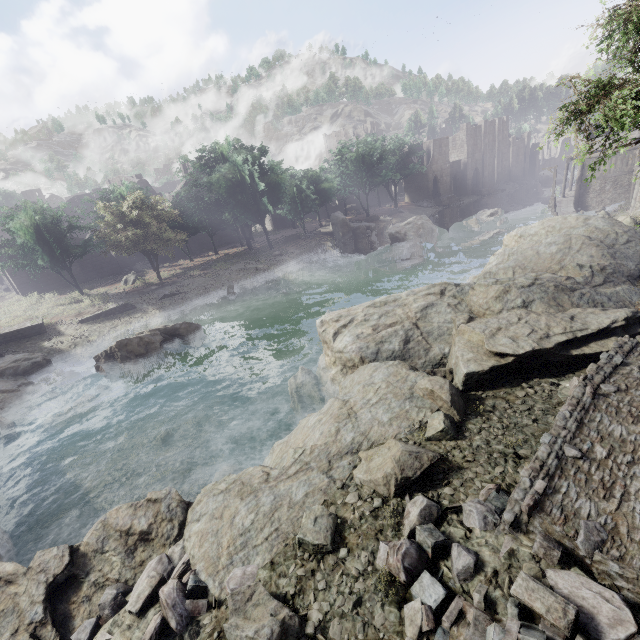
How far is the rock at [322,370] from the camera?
13.95m

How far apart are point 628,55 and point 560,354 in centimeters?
692cm

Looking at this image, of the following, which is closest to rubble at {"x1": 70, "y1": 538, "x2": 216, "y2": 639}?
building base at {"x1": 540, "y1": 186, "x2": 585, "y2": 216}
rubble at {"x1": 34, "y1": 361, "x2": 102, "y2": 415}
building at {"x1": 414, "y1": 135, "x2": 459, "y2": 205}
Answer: building at {"x1": 414, "y1": 135, "x2": 459, "y2": 205}

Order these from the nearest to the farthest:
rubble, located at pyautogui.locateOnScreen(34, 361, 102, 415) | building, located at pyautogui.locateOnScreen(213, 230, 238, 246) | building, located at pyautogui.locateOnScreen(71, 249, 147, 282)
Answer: rubble, located at pyautogui.locateOnScreen(34, 361, 102, 415) < building, located at pyautogui.locateOnScreen(71, 249, 147, 282) < building, located at pyautogui.locateOnScreen(213, 230, 238, 246)

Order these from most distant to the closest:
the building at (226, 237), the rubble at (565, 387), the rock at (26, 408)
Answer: the building at (226, 237), the rock at (26, 408), the rubble at (565, 387)

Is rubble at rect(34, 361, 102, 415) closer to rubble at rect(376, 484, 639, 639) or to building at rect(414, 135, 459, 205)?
rubble at rect(376, 484, 639, 639)

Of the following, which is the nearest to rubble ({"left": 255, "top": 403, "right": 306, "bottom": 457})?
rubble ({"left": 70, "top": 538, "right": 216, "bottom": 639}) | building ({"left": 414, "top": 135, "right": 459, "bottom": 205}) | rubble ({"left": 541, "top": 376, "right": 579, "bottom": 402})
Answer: rubble ({"left": 70, "top": 538, "right": 216, "bottom": 639})

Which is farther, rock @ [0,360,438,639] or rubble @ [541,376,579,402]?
rubble @ [541,376,579,402]
